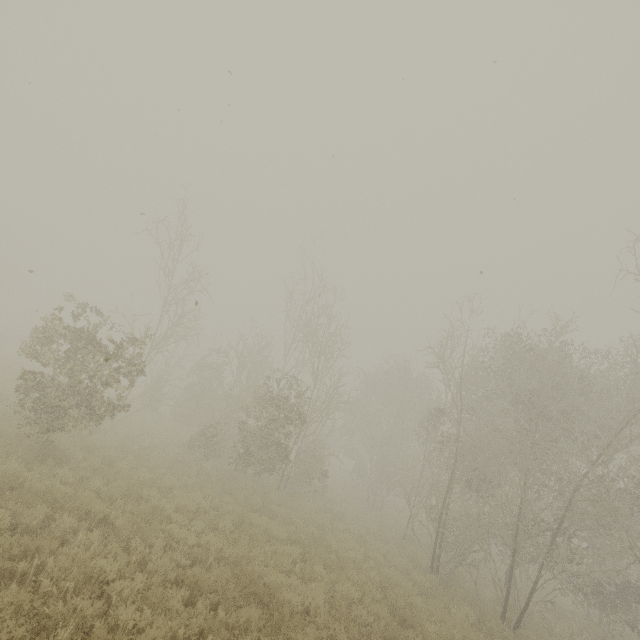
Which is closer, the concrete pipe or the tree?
the tree

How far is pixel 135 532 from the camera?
7.1 meters

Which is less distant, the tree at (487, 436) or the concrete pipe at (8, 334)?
the tree at (487, 436)
